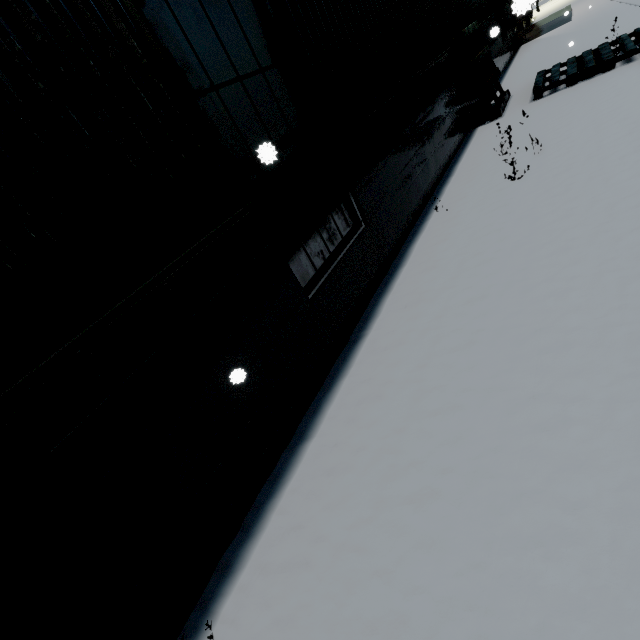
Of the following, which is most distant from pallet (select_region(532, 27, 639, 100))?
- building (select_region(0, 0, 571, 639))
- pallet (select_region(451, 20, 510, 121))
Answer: building (select_region(0, 0, 571, 639))

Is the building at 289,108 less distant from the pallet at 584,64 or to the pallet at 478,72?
the pallet at 478,72

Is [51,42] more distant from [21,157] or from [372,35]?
[372,35]

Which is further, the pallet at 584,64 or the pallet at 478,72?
the pallet at 478,72

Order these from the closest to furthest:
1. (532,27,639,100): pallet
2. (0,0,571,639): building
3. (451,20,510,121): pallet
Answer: (0,0,571,639): building → (532,27,639,100): pallet → (451,20,510,121): pallet

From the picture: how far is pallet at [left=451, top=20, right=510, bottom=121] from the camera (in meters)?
6.97

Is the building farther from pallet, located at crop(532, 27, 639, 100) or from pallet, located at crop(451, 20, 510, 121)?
pallet, located at crop(532, 27, 639, 100)
